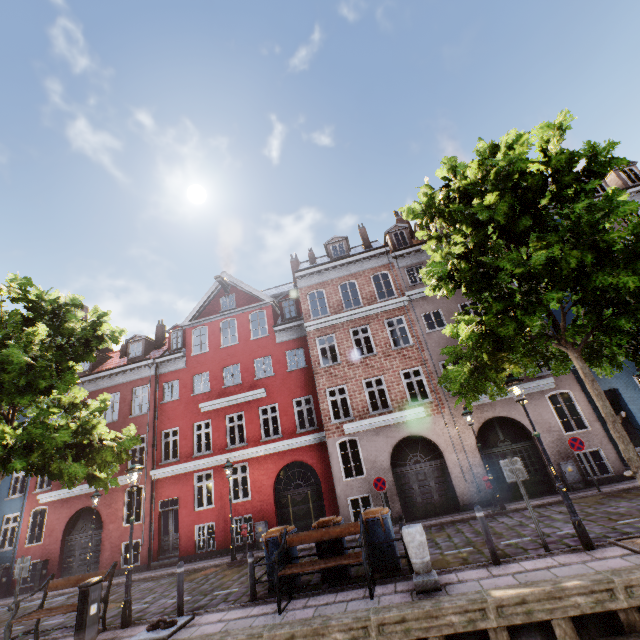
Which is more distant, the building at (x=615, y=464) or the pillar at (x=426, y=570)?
the building at (x=615, y=464)

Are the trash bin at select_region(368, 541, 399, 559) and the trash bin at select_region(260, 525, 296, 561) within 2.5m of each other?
yes

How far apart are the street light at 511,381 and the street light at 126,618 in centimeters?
1052cm

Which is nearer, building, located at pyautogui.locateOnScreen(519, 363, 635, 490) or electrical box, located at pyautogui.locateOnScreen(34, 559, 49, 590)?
building, located at pyautogui.locateOnScreen(519, 363, 635, 490)

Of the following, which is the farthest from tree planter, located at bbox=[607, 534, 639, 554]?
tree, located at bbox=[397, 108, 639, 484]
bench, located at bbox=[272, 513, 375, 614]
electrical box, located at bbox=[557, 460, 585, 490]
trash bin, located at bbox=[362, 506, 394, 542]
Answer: electrical box, located at bbox=[557, 460, 585, 490]

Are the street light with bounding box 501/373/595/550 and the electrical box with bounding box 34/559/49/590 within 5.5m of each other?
no

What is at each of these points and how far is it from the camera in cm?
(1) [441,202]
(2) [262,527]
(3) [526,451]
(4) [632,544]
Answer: (1) tree, 1023
(2) electrical box, 1505
(3) building, 1431
(4) tree planter, 651

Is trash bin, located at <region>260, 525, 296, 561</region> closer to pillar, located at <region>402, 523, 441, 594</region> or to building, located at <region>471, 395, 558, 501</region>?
pillar, located at <region>402, 523, 441, 594</region>
